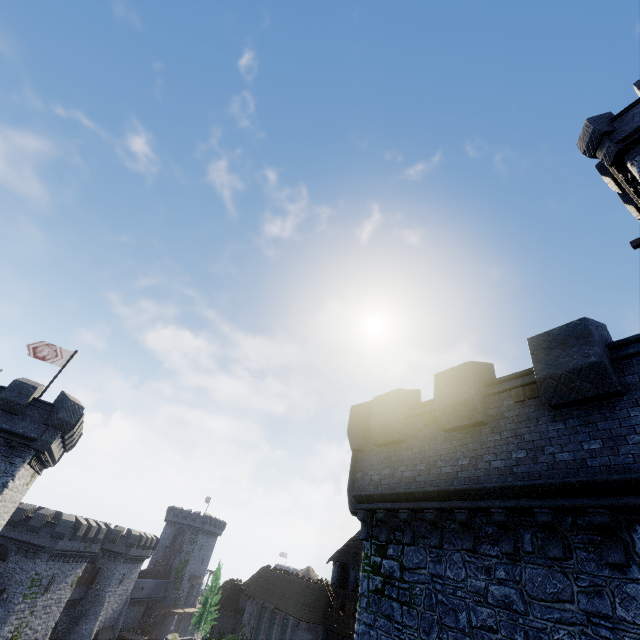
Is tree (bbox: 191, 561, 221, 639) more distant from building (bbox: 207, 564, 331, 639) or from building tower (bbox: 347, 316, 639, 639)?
building tower (bbox: 347, 316, 639, 639)

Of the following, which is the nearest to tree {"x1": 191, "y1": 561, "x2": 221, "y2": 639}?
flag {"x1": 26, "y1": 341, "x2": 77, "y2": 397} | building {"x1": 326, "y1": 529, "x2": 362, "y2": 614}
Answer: building {"x1": 326, "y1": 529, "x2": 362, "y2": 614}

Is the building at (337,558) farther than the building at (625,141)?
Yes

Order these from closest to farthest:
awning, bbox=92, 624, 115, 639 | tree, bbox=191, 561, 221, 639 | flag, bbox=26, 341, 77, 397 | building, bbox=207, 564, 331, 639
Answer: flag, bbox=26, 341, 77, 397 → building, bbox=207, 564, 331, 639 → tree, bbox=191, 561, 221, 639 → awning, bbox=92, 624, 115, 639

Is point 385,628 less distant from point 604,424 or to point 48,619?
point 604,424

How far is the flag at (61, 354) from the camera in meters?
23.4 m

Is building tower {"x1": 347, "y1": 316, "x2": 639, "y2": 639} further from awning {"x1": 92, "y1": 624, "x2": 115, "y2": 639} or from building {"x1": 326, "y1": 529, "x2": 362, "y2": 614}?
awning {"x1": 92, "y1": 624, "x2": 115, "y2": 639}

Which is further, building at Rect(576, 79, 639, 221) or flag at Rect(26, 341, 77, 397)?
flag at Rect(26, 341, 77, 397)
